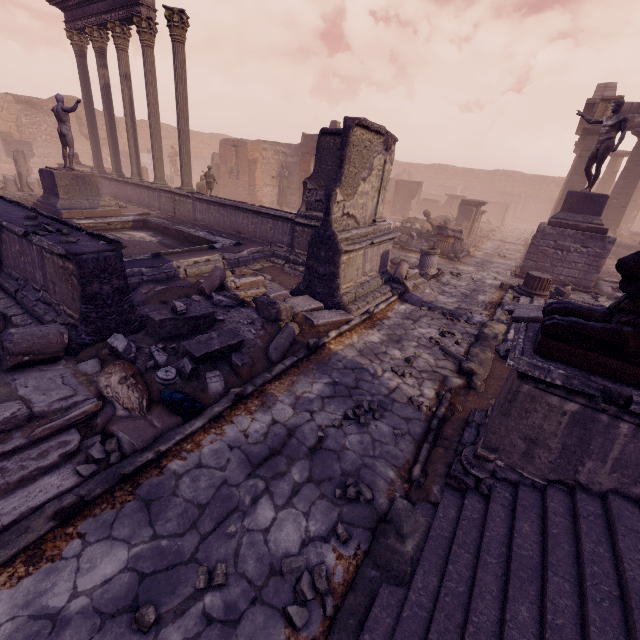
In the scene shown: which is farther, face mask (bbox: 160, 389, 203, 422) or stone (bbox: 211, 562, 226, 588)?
face mask (bbox: 160, 389, 203, 422)

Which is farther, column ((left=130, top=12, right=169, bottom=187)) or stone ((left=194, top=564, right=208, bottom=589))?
column ((left=130, top=12, right=169, bottom=187))

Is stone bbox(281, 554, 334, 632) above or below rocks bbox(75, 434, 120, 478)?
below

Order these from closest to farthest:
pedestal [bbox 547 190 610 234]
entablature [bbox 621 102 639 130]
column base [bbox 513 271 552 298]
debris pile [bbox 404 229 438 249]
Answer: column base [bbox 513 271 552 298] < pedestal [bbox 547 190 610 234] < debris pile [bbox 404 229 438 249] < entablature [bbox 621 102 639 130]

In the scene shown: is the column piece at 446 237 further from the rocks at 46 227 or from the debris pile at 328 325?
the rocks at 46 227

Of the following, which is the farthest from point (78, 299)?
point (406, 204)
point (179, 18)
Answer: point (406, 204)

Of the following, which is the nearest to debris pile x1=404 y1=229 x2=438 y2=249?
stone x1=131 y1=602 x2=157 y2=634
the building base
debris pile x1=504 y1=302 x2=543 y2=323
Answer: the building base

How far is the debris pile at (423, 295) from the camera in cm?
897
